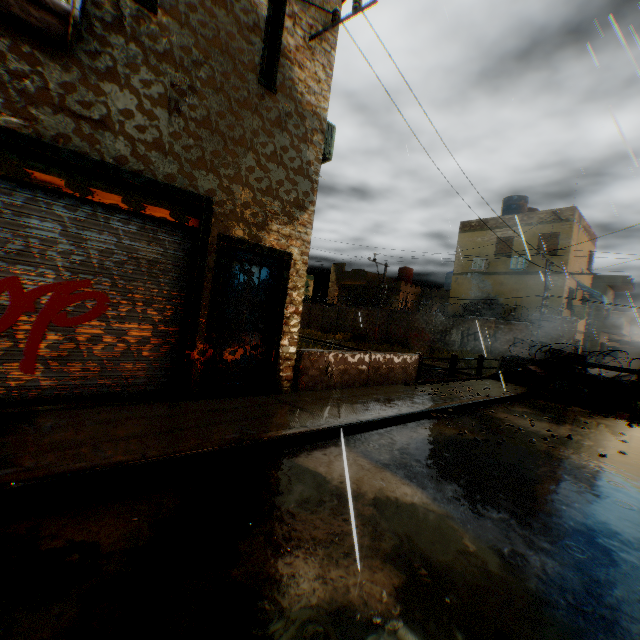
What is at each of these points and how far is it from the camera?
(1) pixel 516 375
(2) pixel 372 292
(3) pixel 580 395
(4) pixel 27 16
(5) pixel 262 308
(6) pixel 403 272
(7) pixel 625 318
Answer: (1) trash bag, 12.71m
(2) building, 34.12m
(3) trash bag, 10.84m
(4) air conditioner, 3.56m
(5) door, 6.29m
(6) water tank, 34.78m
(7) building, 43.16m

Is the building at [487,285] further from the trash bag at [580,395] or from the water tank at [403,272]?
the trash bag at [580,395]

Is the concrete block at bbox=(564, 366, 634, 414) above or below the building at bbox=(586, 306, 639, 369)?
below

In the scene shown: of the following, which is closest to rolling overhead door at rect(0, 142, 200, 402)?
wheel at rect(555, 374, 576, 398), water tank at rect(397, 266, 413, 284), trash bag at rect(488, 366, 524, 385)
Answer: wheel at rect(555, 374, 576, 398)

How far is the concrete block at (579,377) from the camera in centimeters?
1042cm

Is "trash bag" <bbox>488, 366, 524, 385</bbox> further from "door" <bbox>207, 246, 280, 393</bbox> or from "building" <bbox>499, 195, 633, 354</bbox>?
"door" <bbox>207, 246, 280, 393</bbox>

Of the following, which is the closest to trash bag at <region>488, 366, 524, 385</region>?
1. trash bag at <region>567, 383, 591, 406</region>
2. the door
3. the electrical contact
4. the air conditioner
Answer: trash bag at <region>567, 383, 591, 406</region>

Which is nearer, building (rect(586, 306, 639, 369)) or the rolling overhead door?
the rolling overhead door
